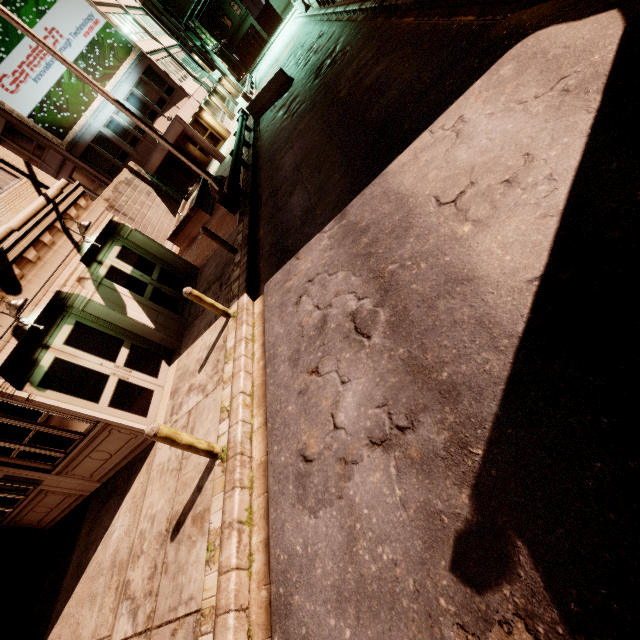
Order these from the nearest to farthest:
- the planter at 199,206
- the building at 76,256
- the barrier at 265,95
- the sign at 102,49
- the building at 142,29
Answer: the building at 76,256
the planter at 199,206
the barrier at 265,95
the sign at 102,49
the building at 142,29

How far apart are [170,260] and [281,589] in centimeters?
1129cm

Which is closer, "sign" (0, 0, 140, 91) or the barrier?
the barrier

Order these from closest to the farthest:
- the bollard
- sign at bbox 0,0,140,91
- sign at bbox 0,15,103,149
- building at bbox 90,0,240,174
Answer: the bollard
sign at bbox 0,15,103,149
sign at bbox 0,0,140,91
building at bbox 90,0,240,174

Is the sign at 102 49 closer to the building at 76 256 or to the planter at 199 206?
the building at 76 256

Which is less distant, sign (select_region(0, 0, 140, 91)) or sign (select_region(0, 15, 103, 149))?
sign (select_region(0, 15, 103, 149))

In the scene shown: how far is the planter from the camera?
15.70m

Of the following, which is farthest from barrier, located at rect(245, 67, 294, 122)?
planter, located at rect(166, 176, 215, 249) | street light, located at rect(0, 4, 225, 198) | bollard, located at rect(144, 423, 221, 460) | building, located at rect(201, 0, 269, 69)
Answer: building, located at rect(201, 0, 269, 69)
